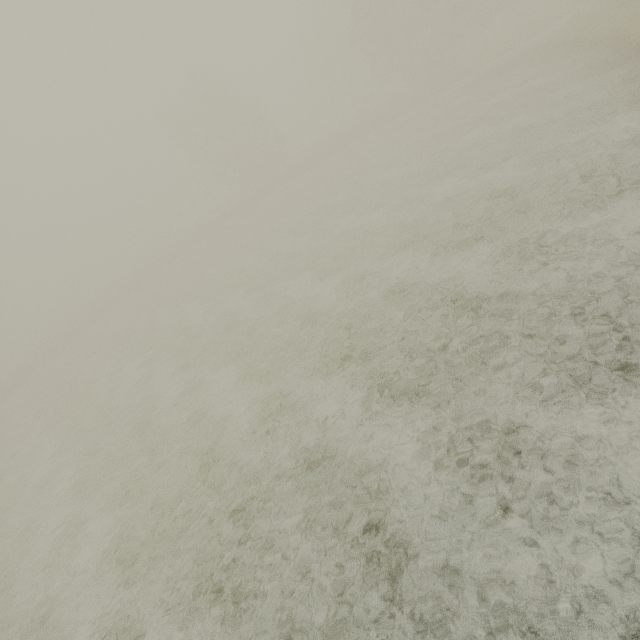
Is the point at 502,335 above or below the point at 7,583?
above
